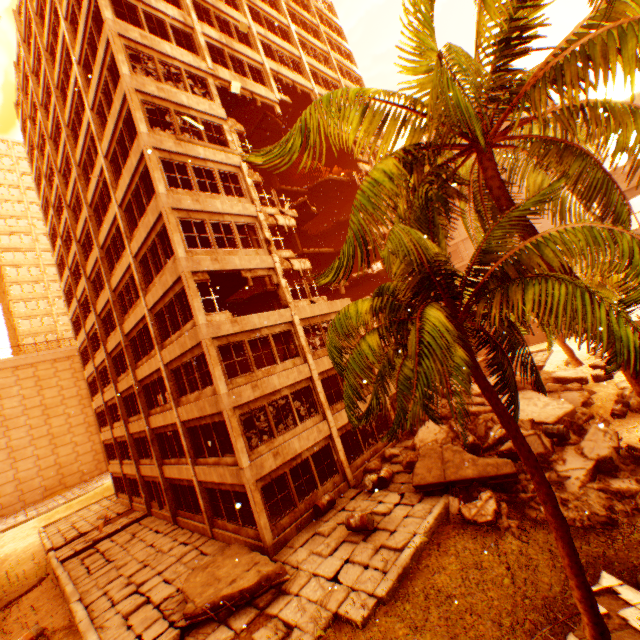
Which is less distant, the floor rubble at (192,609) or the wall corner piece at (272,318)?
the floor rubble at (192,609)

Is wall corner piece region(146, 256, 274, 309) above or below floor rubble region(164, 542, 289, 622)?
above

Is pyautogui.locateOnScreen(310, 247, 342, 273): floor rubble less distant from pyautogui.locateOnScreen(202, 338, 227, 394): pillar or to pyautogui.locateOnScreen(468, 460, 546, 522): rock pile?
pyautogui.locateOnScreen(202, 338, 227, 394): pillar

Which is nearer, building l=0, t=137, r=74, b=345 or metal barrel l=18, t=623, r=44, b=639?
metal barrel l=18, t=623, r=44, b=639

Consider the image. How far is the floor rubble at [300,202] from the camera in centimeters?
2494cm

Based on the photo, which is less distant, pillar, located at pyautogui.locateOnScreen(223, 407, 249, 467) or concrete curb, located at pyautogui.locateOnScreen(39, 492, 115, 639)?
→ concrete curb, located at pyautogui.locateOnScreen(39, 492, 115, 639)

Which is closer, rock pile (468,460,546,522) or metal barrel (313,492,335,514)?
rock pile (468,460,546,522)

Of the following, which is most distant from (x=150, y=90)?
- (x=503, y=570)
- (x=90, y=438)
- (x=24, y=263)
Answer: (x=24, y=263)
